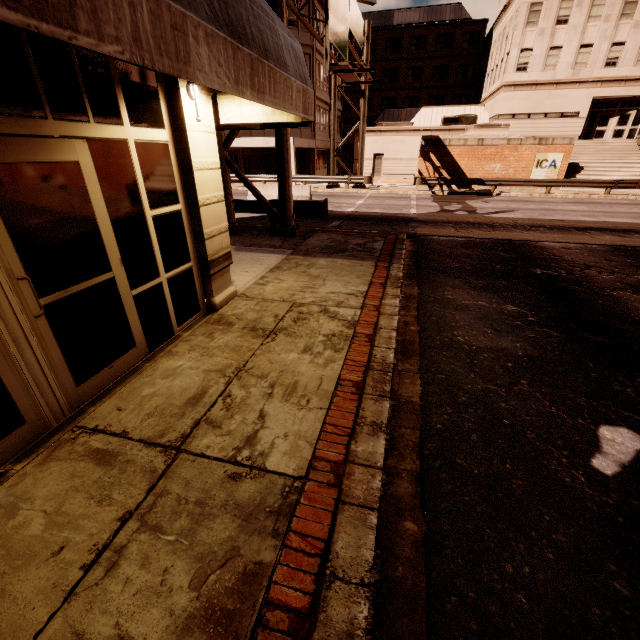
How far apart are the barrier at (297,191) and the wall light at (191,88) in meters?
14.8 m

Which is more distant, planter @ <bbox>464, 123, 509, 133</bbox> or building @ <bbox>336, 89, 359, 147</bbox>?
building @ <bbox>336, 89, 359, 147</bbox>

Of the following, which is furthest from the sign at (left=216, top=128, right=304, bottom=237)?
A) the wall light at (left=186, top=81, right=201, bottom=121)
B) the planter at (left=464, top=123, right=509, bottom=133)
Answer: the planter at (left=464, top=123, right=509, bottom=133)

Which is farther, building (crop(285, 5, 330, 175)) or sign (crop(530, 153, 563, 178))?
building (crop(285, 5, 330, 175))

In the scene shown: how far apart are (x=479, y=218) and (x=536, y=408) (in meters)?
13.15

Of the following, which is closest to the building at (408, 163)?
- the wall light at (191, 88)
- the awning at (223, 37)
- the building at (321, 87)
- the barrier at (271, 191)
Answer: the building at (321, 87)

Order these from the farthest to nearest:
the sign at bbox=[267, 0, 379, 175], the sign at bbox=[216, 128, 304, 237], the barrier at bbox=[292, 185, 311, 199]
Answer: the barrier at bbox=[292, 185, 311, 199], the sign at bbox=[267, 0, 379, 175], the sign at bbox=[216, 128, 304, 237]

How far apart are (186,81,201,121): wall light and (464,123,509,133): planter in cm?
2687
